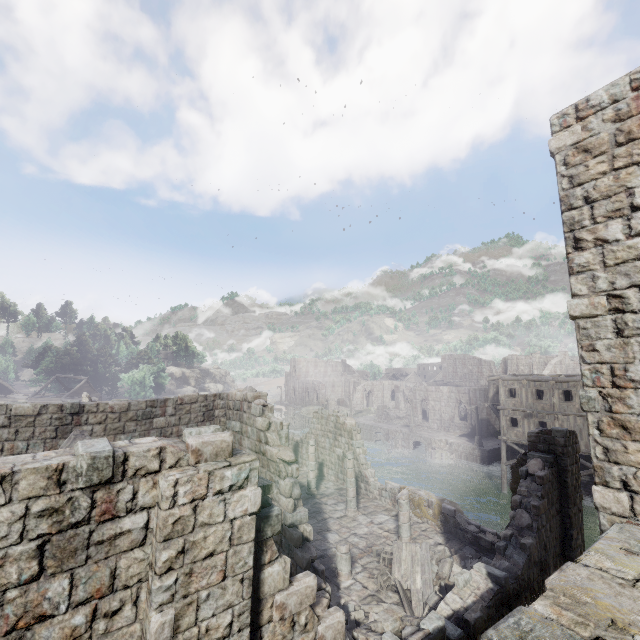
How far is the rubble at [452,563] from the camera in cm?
1151

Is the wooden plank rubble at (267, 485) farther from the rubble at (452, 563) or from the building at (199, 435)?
Result: the rubble at (452, 563)

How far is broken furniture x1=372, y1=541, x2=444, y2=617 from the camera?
10.56m

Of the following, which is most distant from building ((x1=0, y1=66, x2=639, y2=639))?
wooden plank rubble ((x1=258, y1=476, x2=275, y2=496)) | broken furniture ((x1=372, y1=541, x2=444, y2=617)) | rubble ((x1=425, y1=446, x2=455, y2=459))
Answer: rubble ((x1=425, y1=446, x2=455, y2=459))

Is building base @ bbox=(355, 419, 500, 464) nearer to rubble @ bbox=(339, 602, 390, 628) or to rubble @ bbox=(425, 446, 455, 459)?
A: rubble @ bbox=(425, 446, 455, 459)

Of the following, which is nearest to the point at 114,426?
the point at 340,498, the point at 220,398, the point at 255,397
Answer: the point at 220,398

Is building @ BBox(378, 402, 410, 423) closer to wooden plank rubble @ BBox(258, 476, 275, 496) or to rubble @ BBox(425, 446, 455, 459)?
wooden plank rubble @ BBox(258, 476, 275, 496)

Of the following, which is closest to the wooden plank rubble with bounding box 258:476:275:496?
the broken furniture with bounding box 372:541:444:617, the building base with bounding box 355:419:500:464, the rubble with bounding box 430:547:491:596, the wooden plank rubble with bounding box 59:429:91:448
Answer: the wooden plank rubble with bounding box 59:429:91:448
